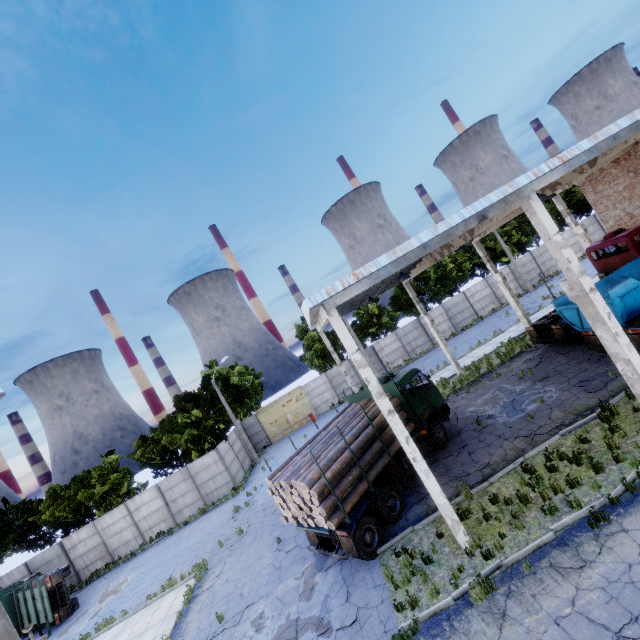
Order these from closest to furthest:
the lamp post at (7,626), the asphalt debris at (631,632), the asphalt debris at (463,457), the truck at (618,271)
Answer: the asphalt debris at (631,632) < the lamp post at (7,626) < the truck at (618,271) < the asphalt debris at (463,457)

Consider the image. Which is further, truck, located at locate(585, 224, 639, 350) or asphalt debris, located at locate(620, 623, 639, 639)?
truck, located at locate(585, 224, 639, 350)

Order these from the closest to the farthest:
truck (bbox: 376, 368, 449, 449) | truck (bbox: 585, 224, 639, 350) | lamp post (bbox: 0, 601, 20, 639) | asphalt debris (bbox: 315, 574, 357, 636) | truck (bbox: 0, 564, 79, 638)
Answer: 1. lamp post (bbox: 0, 601, 20, 639)
2. asphalt debris (bbox: 315, 574, 357, 636)
3. truck (bbox: 585, 224, 639, 350)
4. truck (bbox: 376, 368, 449, 449)
5. truck (bbox: 0, 564, 79, 638)

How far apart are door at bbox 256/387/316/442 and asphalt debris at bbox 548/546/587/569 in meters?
28.2 m

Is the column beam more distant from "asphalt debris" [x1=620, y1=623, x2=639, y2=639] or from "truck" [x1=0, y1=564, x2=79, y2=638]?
"truck" [x1=0, y1=564, x2=79, y2=638]

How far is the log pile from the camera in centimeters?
1019cm

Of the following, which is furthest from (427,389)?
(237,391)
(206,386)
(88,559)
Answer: (88,559)

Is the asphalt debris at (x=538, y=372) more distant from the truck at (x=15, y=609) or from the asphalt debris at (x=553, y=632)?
the truck at (x=15, y=609)
